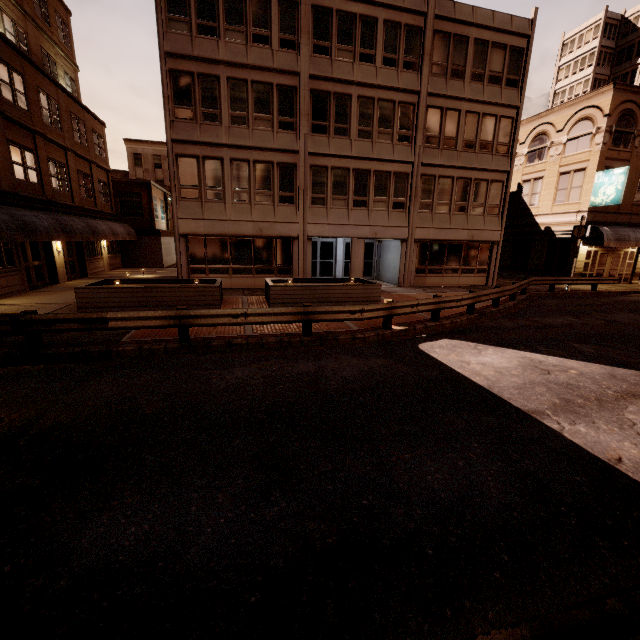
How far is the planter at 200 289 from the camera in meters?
11.8 m

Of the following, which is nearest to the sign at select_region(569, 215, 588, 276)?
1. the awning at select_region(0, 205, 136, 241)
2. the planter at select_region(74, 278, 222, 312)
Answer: the planter at select_region(74, 278, 222, 312)

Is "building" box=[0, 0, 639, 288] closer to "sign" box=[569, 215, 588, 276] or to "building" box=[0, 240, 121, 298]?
"sign" box=[569, 215, 588, 276]

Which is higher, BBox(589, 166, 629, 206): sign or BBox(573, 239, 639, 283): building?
BBox(589, 166, 629, 206): sign

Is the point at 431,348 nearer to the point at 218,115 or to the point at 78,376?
the point at 78,376

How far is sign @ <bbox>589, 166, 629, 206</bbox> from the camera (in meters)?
21.10

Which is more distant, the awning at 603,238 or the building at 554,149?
the awning at 603,238

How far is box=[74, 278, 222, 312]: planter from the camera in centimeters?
1176cm
